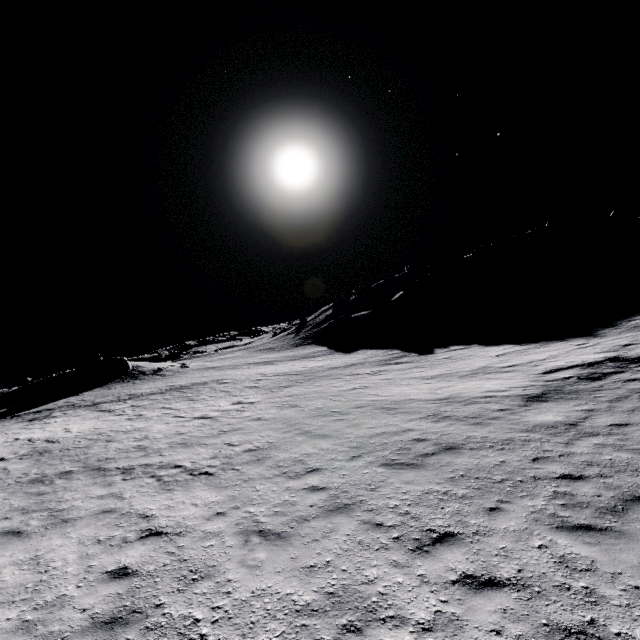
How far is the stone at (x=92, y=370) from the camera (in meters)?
41.70

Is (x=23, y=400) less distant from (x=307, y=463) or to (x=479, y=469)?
(x=307, y=463)

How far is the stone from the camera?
41.70m
